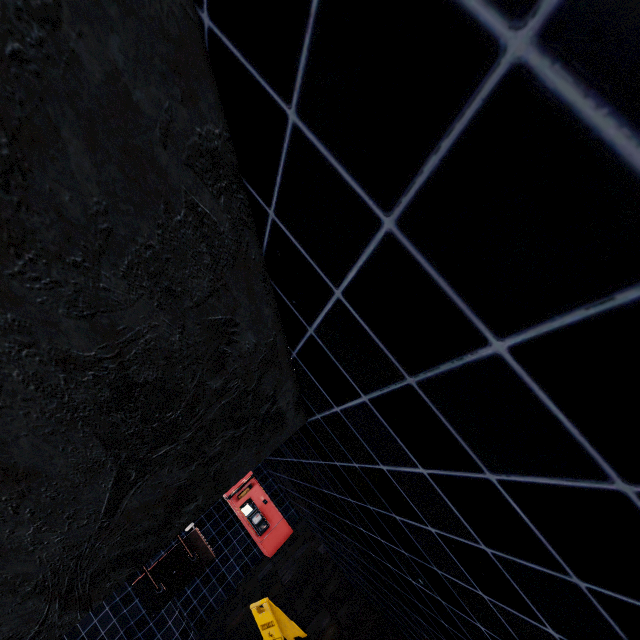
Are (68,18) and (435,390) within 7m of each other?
yes
